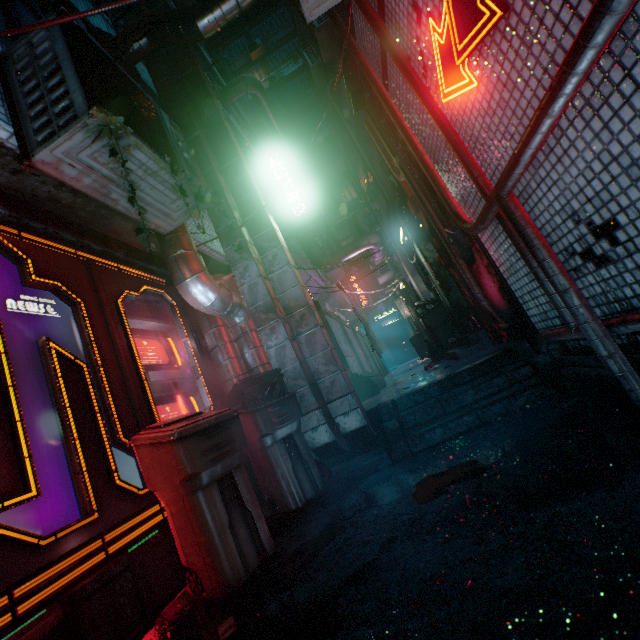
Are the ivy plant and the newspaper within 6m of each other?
yes

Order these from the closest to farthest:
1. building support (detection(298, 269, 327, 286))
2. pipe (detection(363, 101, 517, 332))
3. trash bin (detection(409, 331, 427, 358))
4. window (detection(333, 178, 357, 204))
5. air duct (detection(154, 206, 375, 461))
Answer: air duct (detection(154, 206, 375, 461)) < pipe (detection(363, 101, 517, 332)) < building support (detection(298, 269, 327, 286)) < trash bin (detection(409, 331, 427, 358)) < window (detection(333, 178, 357, 204))

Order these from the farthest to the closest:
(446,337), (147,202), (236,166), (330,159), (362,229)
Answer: (330,159) < (362,229) < (446,337) < (236,166) < (147,202)

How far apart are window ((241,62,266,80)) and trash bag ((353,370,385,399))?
26.0 meters

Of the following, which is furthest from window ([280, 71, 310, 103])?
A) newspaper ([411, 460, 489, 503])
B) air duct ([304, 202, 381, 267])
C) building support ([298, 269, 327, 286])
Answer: newspaper ([411, 460, 489, 503])

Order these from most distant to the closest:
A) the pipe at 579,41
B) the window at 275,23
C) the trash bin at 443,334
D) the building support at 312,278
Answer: the window at 275,23 → the building support at 312,278 → the trash bin at 443,334 → the pipe at 579,41

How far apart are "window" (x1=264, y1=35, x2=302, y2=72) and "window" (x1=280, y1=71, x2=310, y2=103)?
1.3m

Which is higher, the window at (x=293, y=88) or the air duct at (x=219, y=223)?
the window at (x=293, y=88)
